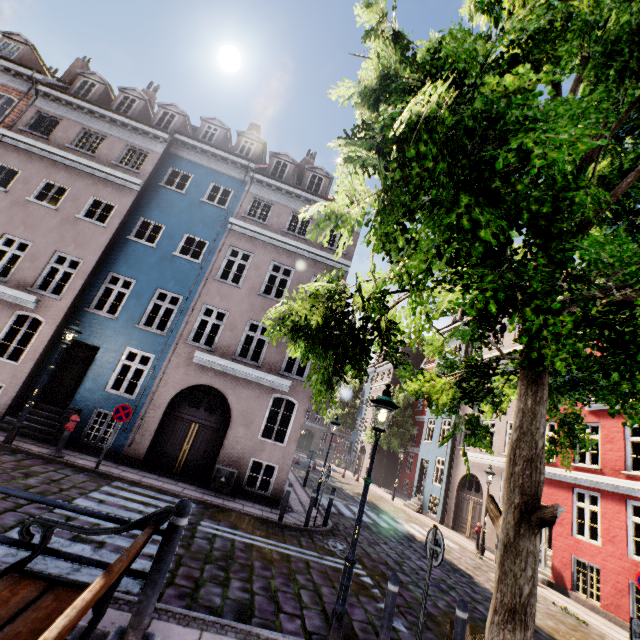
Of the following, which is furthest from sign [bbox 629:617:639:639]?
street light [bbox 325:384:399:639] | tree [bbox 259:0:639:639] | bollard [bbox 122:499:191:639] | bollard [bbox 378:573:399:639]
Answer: bollard [bbox 122:499:191:639]

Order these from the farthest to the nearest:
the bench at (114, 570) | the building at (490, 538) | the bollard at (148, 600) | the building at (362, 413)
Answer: the building at (362, 413)
the building at (490, 538)
the bollard at (148, 600)
the bench at (114, 570)

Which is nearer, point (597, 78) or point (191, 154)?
point (597, 78)

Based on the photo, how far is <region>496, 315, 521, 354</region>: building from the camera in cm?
1909

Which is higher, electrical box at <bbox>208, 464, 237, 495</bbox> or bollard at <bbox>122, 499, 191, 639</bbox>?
bollard at <bbox>122, 499, 191, 639</bbox>

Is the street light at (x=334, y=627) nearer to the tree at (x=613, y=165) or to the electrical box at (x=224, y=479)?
the tree at (x=613, y=165)

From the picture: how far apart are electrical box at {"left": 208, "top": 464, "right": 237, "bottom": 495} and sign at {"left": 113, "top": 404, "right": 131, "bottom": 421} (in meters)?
3.42
